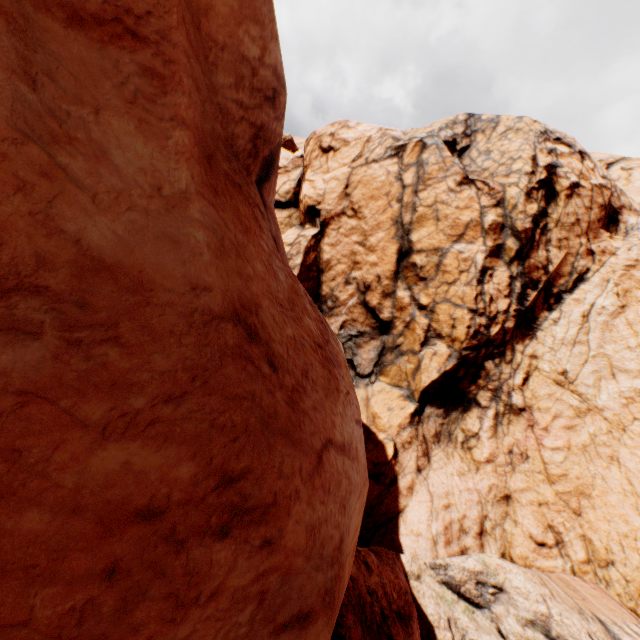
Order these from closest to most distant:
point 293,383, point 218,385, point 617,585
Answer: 1. point 218,385
2. point 293,383
3. point 617,585
